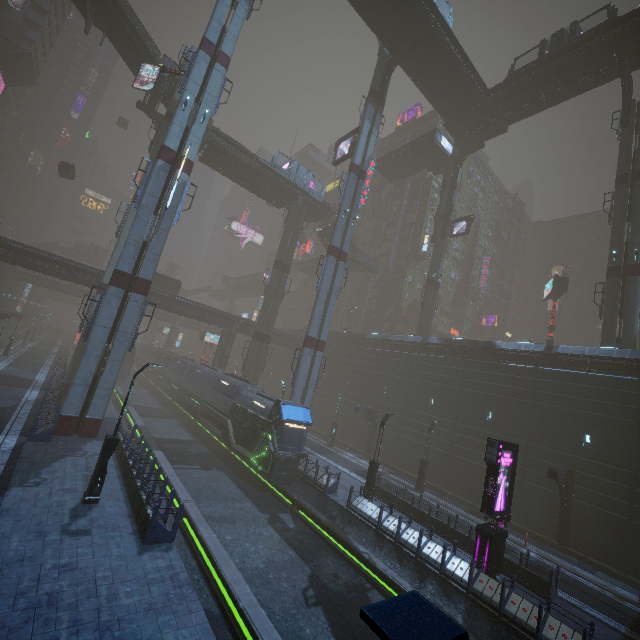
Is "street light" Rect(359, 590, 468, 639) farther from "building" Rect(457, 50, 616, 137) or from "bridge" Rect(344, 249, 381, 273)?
"bridge" Rect(344, 249, 381, 273)

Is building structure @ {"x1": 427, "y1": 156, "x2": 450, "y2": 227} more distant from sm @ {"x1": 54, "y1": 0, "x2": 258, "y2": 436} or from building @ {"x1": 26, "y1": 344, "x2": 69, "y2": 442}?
sm @ {"x1": 54, "y1": 0, "x2": 258, "y2": 436}

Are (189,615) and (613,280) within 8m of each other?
no

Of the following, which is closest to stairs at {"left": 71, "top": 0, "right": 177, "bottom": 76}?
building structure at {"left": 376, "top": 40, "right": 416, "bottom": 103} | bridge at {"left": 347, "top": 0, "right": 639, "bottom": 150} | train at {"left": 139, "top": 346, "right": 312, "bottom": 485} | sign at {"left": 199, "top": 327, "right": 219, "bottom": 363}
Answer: bridge at {"left": 347, "top": 0, "right": 639, "bottom": 150}

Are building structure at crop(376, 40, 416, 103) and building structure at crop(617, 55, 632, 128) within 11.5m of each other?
no

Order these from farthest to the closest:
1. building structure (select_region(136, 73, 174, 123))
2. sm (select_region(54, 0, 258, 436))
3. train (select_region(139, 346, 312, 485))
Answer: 1. building structure (select_region(136, 73, 174, 123))
2. train (select_region(139, 346, 312, 485))
3. sm (select_region(54, 0, 258, 436))

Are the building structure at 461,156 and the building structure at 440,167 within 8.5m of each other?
yes

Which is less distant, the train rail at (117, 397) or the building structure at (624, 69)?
the building structure at (624, 69)
